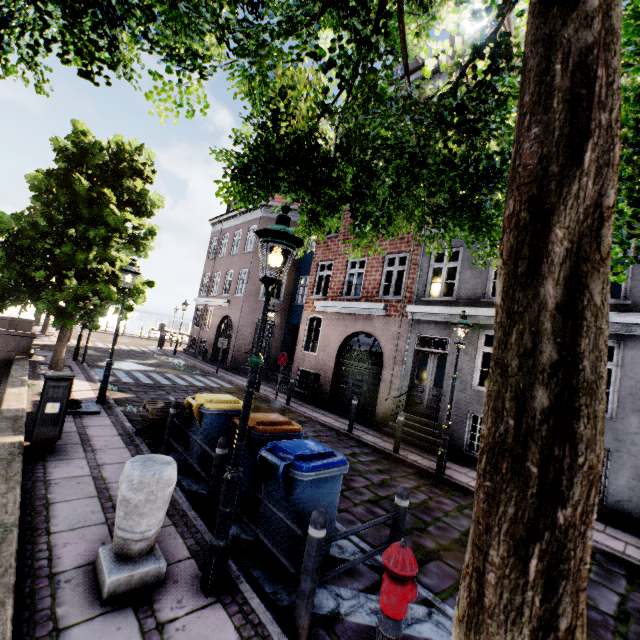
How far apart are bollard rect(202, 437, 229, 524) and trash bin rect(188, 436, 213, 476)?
0.96m

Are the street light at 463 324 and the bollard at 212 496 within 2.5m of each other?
no

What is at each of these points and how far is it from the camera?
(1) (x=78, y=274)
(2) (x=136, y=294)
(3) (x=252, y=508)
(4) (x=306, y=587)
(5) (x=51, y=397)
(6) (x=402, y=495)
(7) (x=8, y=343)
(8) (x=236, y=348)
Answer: (1) tree, 11.1m
(2) tree, 11.1m
(3) trash bin, 4.6m
(4) bollard, 2.8m
(5) electrical box, 5.2m
(6) bollard, 3.8m
(7) bridge, 11.8m
(8) building, 20.1m

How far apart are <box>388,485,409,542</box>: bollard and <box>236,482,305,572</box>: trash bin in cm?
65

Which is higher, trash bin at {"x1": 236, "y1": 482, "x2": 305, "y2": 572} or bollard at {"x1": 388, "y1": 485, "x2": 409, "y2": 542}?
bollard at {"x1": 388, "y1": 485, "x2": 409, "y2": 542}

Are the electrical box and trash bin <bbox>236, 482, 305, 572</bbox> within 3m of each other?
no

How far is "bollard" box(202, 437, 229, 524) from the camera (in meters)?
4.30

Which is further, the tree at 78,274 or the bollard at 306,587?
the tree at 78,274
